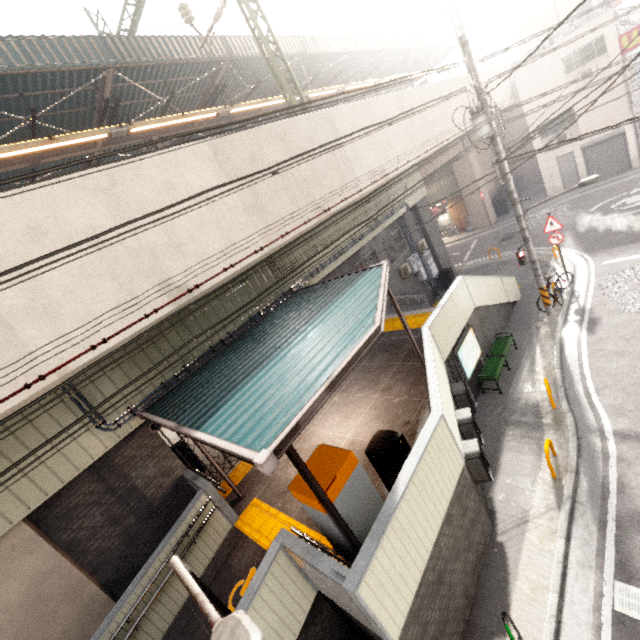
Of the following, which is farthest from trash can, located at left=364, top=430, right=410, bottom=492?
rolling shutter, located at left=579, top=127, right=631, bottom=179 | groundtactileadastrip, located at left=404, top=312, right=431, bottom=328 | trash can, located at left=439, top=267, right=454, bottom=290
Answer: rolling shutter, located at left=579, top=127, right=631, bottom=179

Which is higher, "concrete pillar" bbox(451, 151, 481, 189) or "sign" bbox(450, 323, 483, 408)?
"concrete pillar" bbox(451, 151, 481, 189)

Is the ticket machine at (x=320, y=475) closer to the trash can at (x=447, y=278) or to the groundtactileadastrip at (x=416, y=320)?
the groundtactileadastrip at (x=416, y=320)

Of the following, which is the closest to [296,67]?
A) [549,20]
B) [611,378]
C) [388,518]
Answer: [611,378]

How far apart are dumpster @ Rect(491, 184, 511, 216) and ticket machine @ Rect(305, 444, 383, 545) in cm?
2646

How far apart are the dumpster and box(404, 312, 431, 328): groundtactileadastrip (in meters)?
18.55

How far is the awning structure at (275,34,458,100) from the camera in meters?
16.5 m

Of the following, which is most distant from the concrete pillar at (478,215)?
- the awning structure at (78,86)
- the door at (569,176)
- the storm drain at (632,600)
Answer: the storm drain at (632,600)
